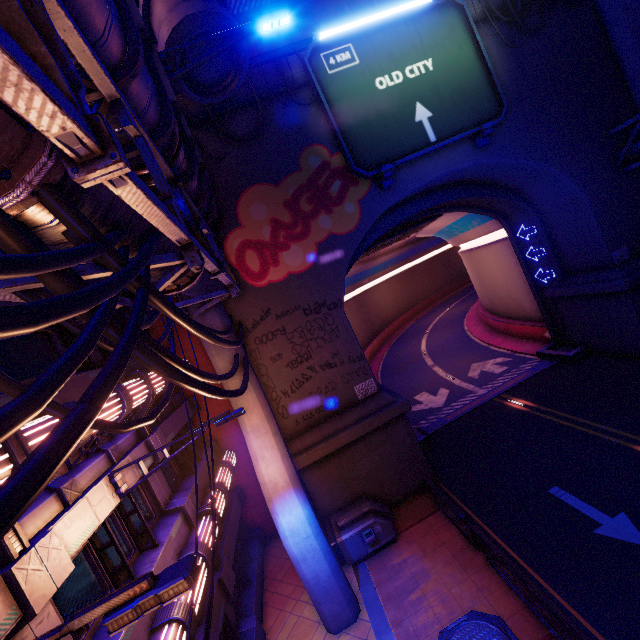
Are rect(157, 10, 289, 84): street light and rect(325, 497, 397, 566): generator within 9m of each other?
no

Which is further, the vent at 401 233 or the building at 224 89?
the vent at 401 233

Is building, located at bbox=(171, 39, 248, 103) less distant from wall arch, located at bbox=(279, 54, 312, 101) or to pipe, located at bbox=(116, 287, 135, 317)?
wall arch, located at bbox=(279, 54, 312, 101)

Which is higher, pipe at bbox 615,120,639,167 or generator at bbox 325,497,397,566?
pipe at bbox 615,120,639,167

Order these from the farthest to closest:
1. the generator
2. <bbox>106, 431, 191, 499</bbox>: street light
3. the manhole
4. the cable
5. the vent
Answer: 1. the vent
2. the generator
3. the manhole
4. <bbox>106, 431, 191, 499</bbox>: street light
5. the cable

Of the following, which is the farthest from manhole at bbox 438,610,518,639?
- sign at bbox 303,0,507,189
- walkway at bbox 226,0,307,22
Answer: walkway at bbox 226,0,307,22

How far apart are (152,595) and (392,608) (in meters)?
10.05

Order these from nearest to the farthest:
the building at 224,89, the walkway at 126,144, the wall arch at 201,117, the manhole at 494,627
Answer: the walkway at 126,144 < the manhole at 494,627 < the building at 224,89 < the wall arch at 201,117
